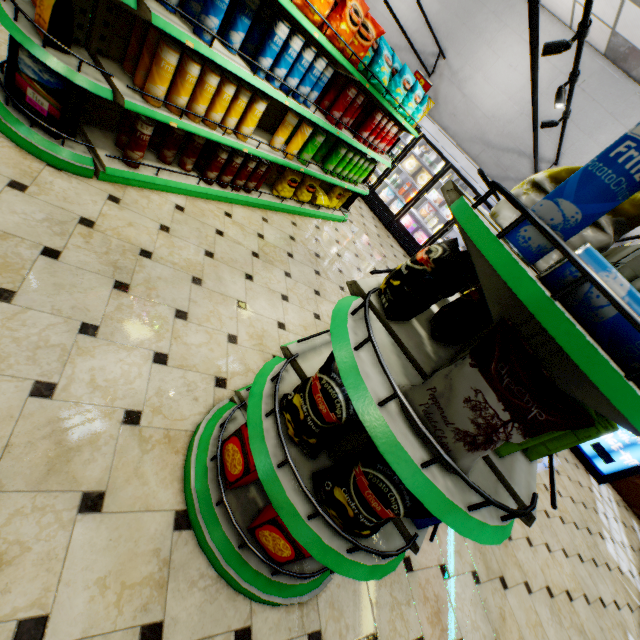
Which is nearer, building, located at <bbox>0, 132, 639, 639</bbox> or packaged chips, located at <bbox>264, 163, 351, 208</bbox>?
building, located at <bbox>0, 132, 639, 639</bbox>

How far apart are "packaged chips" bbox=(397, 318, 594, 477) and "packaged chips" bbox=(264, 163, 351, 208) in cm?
424

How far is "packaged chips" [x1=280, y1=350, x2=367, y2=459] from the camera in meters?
1.3

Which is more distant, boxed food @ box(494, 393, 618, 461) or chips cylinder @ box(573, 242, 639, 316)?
boxed food @ box(494, 393, 618, 461)

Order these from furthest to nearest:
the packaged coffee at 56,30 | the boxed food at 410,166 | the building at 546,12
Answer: the boxed food at 410,166 → the building at 546,12 → the packaged coffee at 56,30

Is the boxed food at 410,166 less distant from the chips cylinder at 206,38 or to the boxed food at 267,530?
the chips cylinder at 206,38

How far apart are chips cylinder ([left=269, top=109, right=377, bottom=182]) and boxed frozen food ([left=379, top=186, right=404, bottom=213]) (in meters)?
3.89

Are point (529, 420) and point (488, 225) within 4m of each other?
yes
